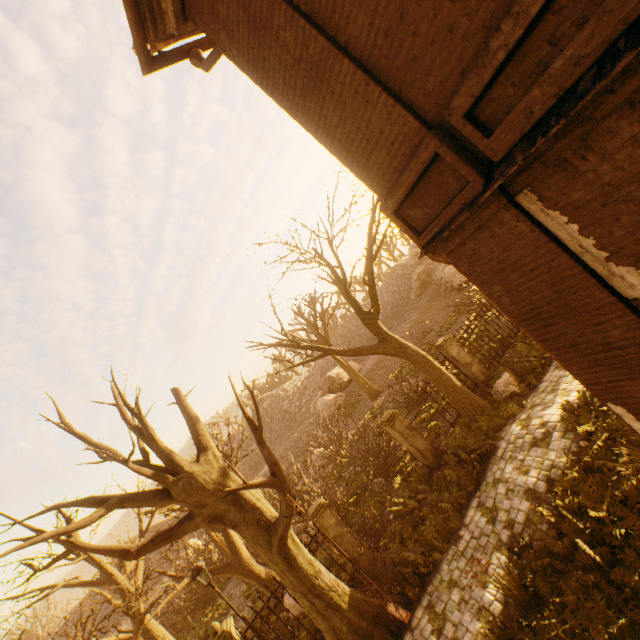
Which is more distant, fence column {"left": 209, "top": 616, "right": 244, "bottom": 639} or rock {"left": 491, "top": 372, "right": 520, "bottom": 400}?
rock {"left": 491, "top": 372, "right": 520, "bottom": 400}

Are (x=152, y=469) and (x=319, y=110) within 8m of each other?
no

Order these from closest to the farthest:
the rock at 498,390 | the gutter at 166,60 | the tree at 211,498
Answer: the gutter at 166,60
the tree at 211,498
the rock at 498,390

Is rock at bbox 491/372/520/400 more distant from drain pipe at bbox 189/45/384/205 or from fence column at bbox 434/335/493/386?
drain pipe at bbox 189/45/384/205

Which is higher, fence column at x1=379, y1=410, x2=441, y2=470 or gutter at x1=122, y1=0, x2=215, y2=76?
gutter at x1=122, y1=0, x2=215, y2=76

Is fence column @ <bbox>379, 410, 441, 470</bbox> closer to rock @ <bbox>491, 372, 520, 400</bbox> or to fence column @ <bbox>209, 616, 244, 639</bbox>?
rock @ <bbox>491, 372, 520, 400</bbox>

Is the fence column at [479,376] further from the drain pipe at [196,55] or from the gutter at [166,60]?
the gutter at [166,60]

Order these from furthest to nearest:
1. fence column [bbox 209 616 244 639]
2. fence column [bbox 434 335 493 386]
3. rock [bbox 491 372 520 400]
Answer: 1. fence column [bbox 434 335 493 386]
2. rock [bbox 491 372 520 400]
3. fence column [bbox 209 616 244 639]
